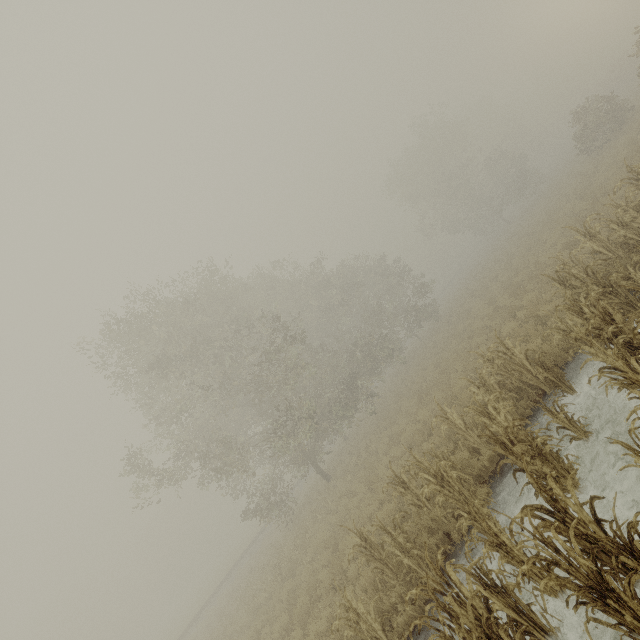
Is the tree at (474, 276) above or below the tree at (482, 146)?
below

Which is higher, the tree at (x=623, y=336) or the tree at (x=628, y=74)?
the tree at (x=628, y=74)

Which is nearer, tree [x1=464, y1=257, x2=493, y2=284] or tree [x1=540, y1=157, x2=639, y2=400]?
tree [x1=540, y1=157, x2=639, y2=400]

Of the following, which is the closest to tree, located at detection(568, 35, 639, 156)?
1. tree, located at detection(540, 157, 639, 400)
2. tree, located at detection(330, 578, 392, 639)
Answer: tree, located at detection(540, 157, 639, 400)

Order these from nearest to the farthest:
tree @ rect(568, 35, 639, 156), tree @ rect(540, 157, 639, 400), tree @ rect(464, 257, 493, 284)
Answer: tree @ rect(540, 157, 639, 400) → tree @ rect(568, 35, 639, 156) → tree @ rect(464, 257, 493, 284)

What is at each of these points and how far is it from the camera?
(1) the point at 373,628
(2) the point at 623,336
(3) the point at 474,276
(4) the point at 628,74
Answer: (1) tree, 6.1 meters
(2) tree, 5.2 meters
(3) tree, 32.0 meters
(4) tree, 47.6 meters

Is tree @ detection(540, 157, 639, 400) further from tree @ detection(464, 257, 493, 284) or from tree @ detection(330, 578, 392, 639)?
tree @ detection(464, 257, 493, 284)
